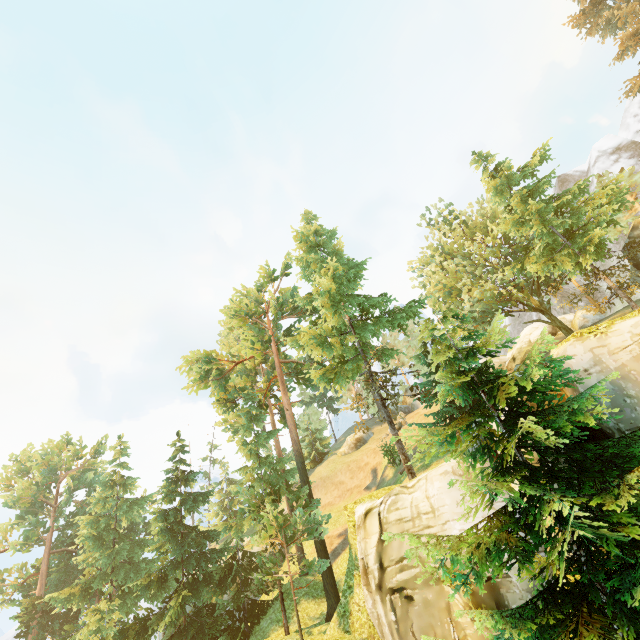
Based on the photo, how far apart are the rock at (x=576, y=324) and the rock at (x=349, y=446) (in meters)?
27.01

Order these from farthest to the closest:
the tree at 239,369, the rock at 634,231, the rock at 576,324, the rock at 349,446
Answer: the rock at 349,446
the rock at 576,324
the rock at 634,231
the tree at 239,369

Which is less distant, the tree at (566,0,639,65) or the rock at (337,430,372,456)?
the tree at (566,0,639,65)

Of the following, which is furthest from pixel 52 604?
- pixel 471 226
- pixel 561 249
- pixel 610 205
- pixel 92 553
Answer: pixel 471 226

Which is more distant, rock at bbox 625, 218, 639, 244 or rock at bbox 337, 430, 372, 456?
rock at bbox 337, 430, 372, 456

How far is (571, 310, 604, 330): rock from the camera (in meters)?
34.44

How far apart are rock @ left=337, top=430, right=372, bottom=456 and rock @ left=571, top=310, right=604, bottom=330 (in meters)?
27.01

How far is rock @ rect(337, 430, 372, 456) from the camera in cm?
4141
